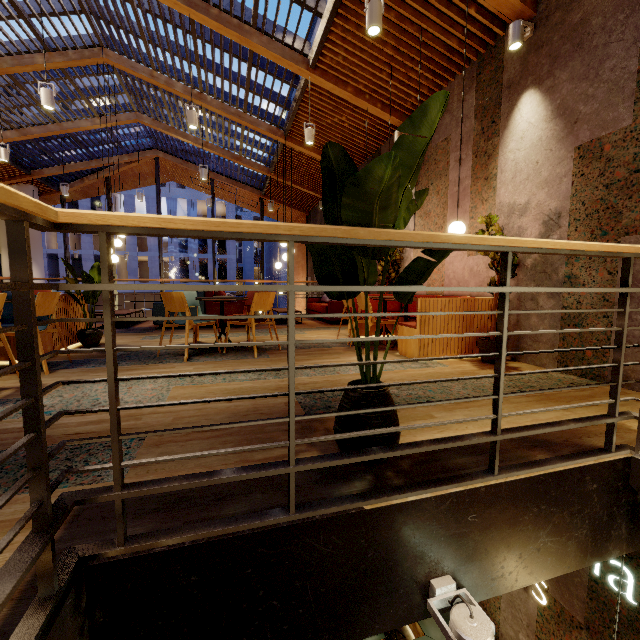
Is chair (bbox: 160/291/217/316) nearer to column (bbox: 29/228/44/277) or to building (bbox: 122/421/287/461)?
building (bbox: 122/421/287/461)

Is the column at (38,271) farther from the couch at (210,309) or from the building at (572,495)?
the couch at (210,309)

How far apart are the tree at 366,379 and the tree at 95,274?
4.28m

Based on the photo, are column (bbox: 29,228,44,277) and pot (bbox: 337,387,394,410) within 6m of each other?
no

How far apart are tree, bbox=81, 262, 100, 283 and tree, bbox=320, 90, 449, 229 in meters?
4.3 m

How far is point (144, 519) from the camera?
1.3 meters

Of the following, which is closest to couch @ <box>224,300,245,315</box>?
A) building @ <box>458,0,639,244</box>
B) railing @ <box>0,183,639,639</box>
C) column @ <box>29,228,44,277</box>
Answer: building @ <box>458,0,639,244</box>

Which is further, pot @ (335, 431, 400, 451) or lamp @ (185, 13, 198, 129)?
lamp @ (185, 13, 198, 129)
